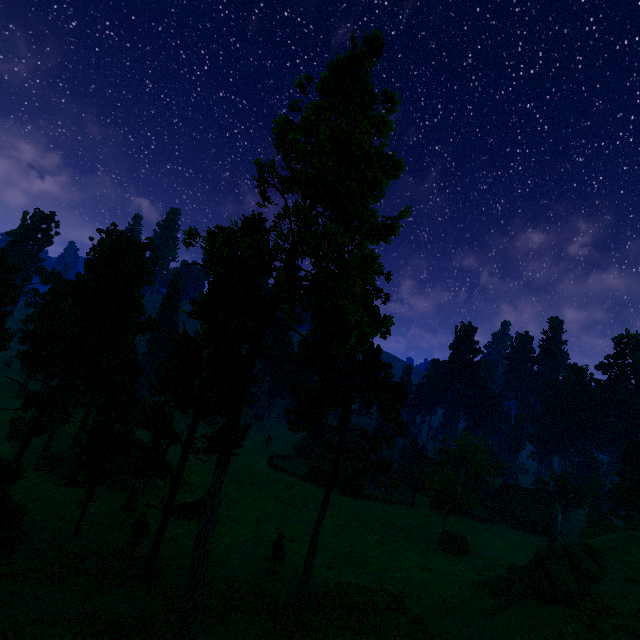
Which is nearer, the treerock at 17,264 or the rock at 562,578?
the rock at 562,578

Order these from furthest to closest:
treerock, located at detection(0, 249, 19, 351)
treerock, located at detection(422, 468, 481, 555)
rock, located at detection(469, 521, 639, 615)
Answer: treerock, located at detection(422, 468, 481, 555) < treerock, located at detection(0, 249, 19, 351) < rock, located at detection(469, 521, 639, 615)

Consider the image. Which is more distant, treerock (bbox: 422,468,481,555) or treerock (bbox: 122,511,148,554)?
treerock (bbox: 422,468,481,555)

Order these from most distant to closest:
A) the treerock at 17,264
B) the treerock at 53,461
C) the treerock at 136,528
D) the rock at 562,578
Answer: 1. the treerock at 17,264
2. the treerock at 136,528
3. the rock at 562,578
4. the treerock at 53,461

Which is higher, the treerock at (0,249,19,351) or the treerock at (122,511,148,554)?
the treerock at (0,249,19,351)

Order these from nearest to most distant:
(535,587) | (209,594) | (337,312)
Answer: (337,312) → (535,587) → (209,594)
